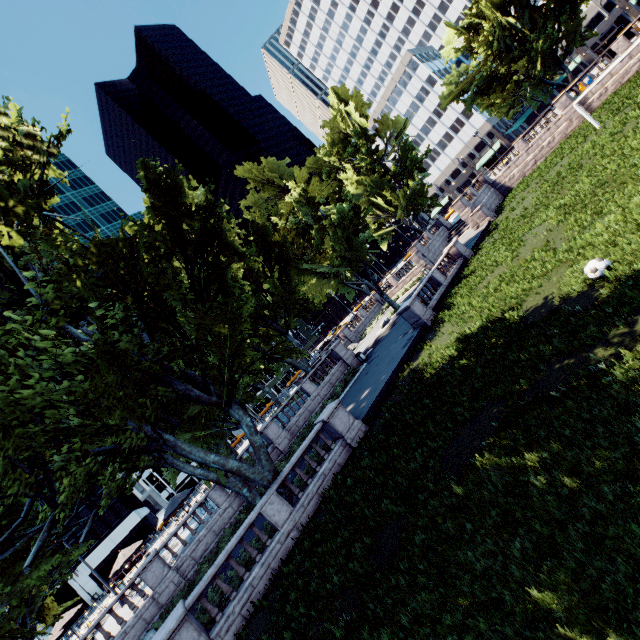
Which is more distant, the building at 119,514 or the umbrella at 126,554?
the building at 119,514

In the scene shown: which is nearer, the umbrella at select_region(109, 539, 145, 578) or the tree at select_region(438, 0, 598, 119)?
the umbrella at select_region(109, 539, 145, 578)

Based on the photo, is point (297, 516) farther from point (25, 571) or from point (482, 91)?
point (482, 91)

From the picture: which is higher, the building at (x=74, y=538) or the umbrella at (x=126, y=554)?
the building at (x=74, y=538)

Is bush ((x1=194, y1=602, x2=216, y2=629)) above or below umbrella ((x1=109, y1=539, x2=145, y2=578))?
below

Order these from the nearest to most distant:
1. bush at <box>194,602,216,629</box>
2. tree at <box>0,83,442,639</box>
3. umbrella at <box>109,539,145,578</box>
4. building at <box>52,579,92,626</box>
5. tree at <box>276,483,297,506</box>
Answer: tree at <box>0,83,442,639</box>
bush at <box>194,602,216,629</box>
tree at <box>276,483,297,506</box>
umbrella at <box>109,539,145,578</box>
building at <box>52,579,92,626</box>

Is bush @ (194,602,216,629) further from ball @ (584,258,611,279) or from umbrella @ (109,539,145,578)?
ball @ (584,258,611,279)

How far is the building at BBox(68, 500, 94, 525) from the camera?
56.8m
